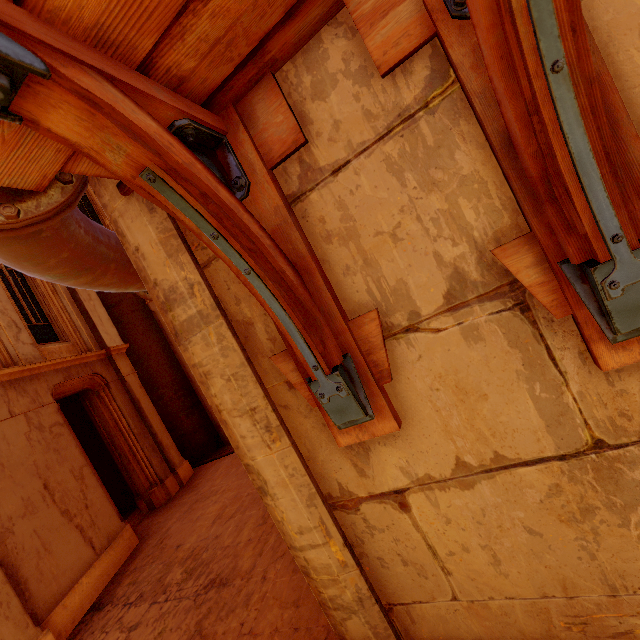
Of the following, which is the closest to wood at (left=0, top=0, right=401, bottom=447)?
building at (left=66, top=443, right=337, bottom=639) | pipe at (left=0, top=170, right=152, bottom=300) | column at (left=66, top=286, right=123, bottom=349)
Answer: pipe at (left=0, top=170, right=152, bottom=300)

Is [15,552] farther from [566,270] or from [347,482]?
[566,270]

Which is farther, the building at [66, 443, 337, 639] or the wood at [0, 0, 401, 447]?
the building at [66, 443, 337, 639]

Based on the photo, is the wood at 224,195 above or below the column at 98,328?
below

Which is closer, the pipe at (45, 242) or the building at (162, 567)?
the pipe at (45, 242)

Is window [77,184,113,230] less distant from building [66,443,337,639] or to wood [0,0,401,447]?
building [66,443,337,639]

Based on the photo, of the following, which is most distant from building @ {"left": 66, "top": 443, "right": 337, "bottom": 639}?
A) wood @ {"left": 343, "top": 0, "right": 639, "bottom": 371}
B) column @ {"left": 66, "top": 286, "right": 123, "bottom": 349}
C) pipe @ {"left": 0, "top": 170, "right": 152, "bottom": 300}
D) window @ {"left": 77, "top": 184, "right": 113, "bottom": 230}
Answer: window @ {"left": 77, "top": 184, "right": 113, "bottom": 230}

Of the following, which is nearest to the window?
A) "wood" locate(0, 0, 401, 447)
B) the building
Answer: the building
